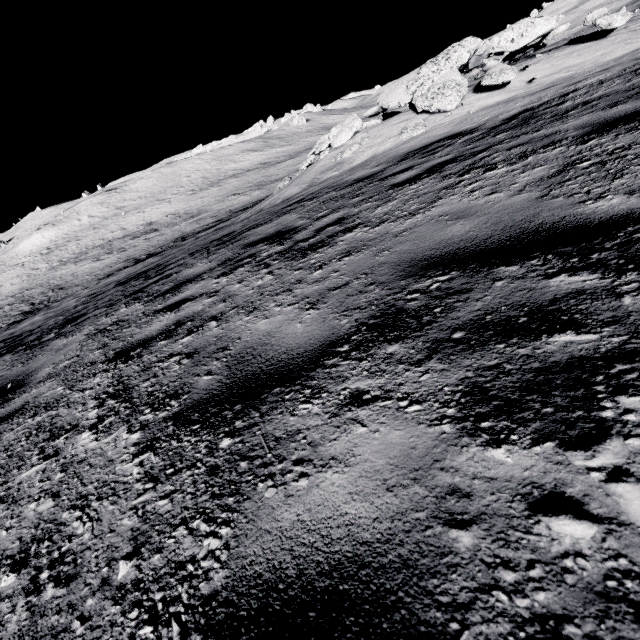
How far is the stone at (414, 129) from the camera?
8.38m

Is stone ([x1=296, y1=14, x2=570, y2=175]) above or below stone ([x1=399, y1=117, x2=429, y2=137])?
above

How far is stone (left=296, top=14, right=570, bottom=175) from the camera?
8.59m

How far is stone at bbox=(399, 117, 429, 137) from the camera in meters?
8.4 m

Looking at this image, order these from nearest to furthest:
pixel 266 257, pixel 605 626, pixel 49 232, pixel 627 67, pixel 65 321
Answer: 1. pixel 605 626
2. pixel 266 257
3. pixel 627 67
4. pixel 65 321
5. pixel 49 232

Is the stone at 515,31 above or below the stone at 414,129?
above
